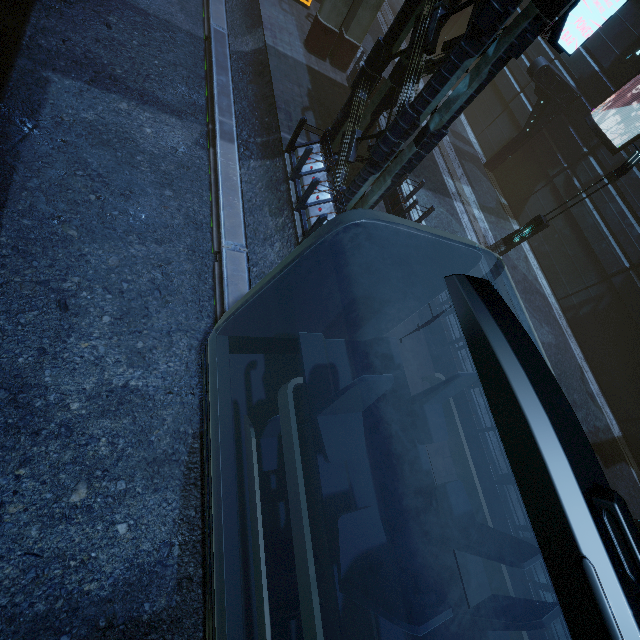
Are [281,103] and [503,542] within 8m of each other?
no

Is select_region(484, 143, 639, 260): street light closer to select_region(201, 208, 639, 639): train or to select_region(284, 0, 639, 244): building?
select_region(284, 0, 639, 244): building

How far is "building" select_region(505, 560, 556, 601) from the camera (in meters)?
6.92

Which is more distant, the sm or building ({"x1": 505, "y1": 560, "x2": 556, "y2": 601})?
the sm

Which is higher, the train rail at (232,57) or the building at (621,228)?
the building at (621,228)

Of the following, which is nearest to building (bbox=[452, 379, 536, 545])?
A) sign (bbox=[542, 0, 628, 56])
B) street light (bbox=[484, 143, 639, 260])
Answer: sign (bbox=[542, 0, 628, 56])

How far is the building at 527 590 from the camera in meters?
6.9

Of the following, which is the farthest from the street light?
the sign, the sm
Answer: the sm
